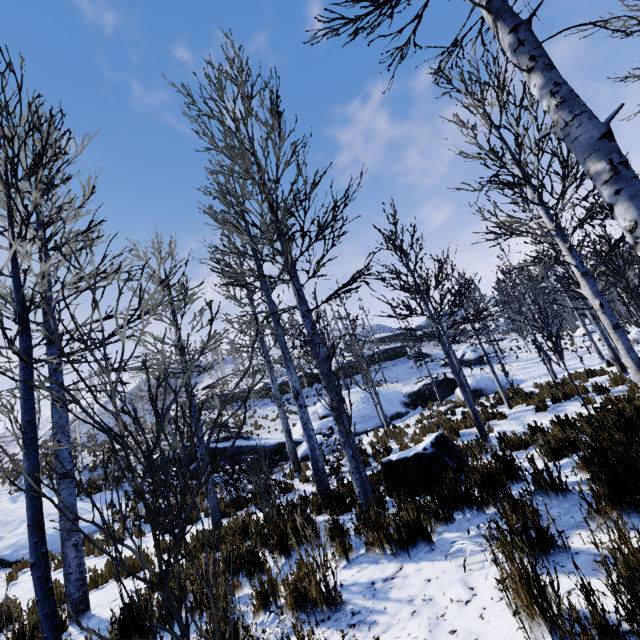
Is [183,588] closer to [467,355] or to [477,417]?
[477,417]

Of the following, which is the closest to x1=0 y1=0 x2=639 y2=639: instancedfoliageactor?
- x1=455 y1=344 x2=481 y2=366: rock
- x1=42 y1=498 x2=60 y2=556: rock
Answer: x1=42 y1=498 x2=60 y2=556: rock

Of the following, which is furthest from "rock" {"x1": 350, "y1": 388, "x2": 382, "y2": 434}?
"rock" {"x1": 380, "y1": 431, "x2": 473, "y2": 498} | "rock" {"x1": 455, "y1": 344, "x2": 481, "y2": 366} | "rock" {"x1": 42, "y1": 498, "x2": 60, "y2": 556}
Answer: "rock" {"x1": 380, "y1": 431, "x2": 473, "y2": 498}

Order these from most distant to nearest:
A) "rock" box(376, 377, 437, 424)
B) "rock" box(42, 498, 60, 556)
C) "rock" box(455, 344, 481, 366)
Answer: "rock" box(455, 344, 481, 366) → "rock" box(376, 377, 437, 424) → "rock" box(42, 498, 60, 556)

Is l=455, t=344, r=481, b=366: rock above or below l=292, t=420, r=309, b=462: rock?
above

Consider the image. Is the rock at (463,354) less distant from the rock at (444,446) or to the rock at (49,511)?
the rock at (444,446)

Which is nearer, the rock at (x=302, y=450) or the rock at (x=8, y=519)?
the rock at (x=8, y=519)
